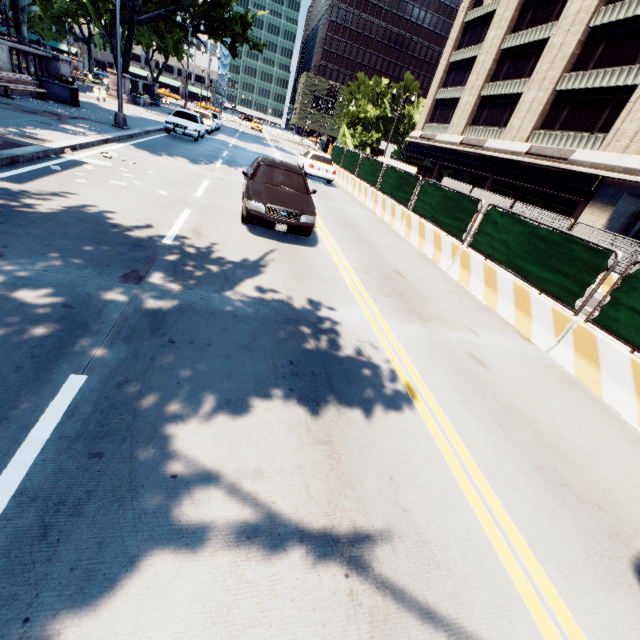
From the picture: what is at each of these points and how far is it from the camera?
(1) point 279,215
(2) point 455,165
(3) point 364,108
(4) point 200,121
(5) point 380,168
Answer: (1) vehicle, 7.6 meters
(2) building, 34.8 meters
(3) tree, 53.8 meters
(4) vehicle, 20.4 meters
(5) fence, 16.1 meters

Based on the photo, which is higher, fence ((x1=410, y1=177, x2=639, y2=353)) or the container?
fence ((x1=410, y1=177, x2=639, y2=353))

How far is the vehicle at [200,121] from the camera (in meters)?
18.60

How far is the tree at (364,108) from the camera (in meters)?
53.69

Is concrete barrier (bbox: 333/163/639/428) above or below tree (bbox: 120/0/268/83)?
below

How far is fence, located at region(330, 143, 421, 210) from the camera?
13.1m

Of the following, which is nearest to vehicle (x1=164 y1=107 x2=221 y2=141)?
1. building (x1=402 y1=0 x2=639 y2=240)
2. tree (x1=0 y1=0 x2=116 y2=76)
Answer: tree (x1=0 y1=0 x2=116 y2=76)

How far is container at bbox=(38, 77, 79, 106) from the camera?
16.5 meters
